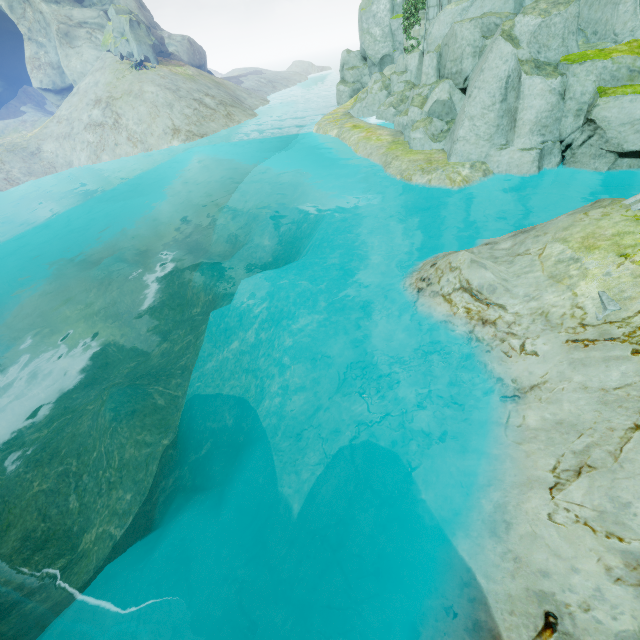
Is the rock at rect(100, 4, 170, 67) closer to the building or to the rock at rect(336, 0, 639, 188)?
the rock at rect(336, 0, 639, 188)

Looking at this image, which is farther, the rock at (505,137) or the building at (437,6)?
the building at (437,6)

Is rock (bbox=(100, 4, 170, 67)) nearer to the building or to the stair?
the building

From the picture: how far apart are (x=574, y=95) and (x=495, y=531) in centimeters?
1359cm

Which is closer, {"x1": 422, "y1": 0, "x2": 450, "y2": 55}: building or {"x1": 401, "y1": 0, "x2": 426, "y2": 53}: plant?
{"x1": 422, "y1": 0, "x2": 450, "y2": 55}: building

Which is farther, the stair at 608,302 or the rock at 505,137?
the rock at 505,137

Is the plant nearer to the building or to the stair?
the building

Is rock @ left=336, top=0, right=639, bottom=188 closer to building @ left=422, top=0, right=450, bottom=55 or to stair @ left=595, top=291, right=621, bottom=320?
building @ left=422, top=0, right=450, bottom=55
